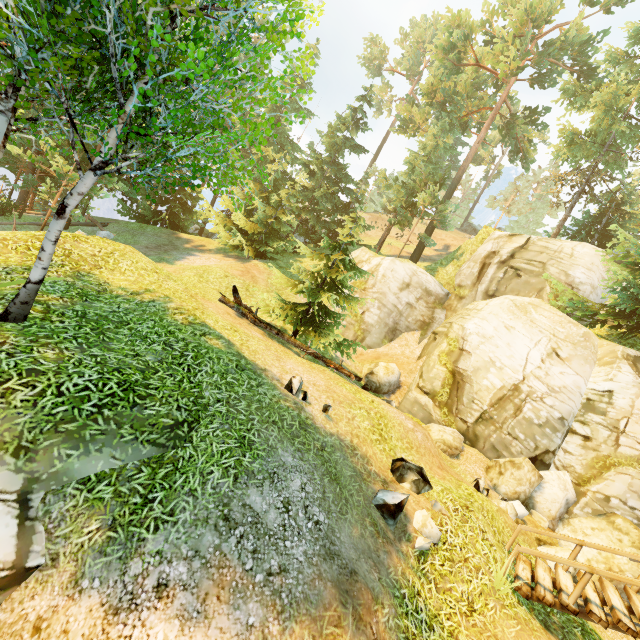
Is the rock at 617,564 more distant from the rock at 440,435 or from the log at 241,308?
the log at 241,308

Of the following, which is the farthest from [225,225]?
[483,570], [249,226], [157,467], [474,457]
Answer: [483,570]

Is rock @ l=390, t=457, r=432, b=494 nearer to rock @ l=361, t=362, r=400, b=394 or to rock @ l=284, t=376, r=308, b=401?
rock @ l=284, t=376, r=308, b=401

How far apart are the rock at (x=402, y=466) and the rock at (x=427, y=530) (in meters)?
0.37

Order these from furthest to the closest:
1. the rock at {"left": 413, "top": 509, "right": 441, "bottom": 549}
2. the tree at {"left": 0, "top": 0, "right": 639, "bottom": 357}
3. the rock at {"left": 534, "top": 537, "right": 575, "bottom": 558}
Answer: the rock at {"left": 534, "top": 537, "right": 575, "bottom": 558}
the rock at {"left": 413, "top": 509, "right": 441, "bottom": 549}
the tree at {"left": 0, "top": 0, "right": 639, "bottom": 357}

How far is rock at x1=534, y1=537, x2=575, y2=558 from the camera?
9.2m

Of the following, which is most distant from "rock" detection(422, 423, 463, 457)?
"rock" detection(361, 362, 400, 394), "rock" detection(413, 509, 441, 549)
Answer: "rock" detection(413, 509, 441, 549)

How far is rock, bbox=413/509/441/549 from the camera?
6.3m
